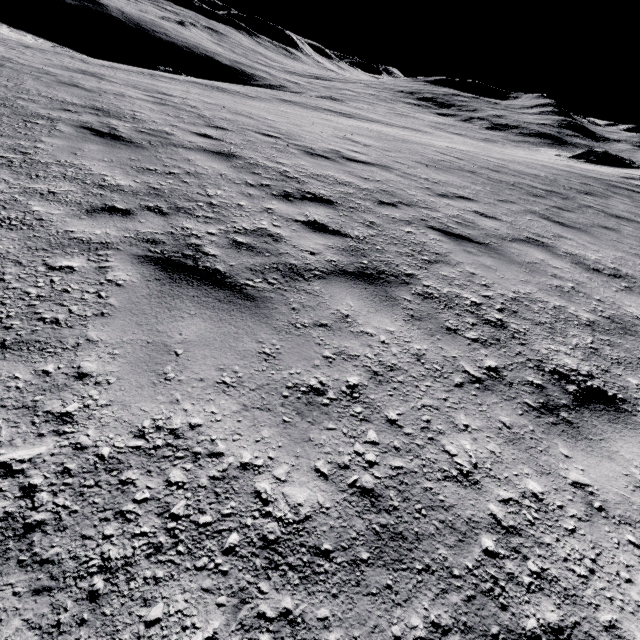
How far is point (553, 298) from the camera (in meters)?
4.04
